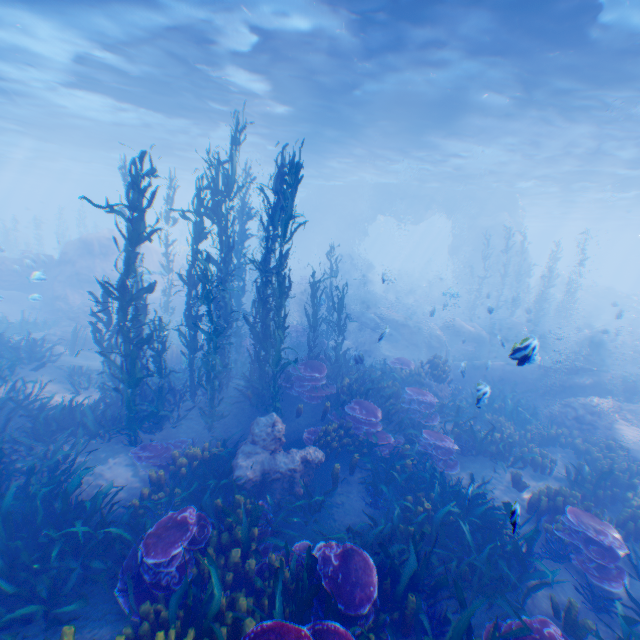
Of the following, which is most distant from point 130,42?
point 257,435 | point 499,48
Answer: point 257,435

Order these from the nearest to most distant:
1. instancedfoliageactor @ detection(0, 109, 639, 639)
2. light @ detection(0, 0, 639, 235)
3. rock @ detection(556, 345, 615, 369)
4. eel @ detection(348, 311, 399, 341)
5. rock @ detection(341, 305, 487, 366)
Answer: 1. instancedfoliageactor @ detection(0, 109, 639, 639)
2. light @ detection(0, 0, 639, 235)
3. rock @ detection(556, 345, 615, 369)
4. rock @ detection(341, 305, 487, 366)
5. eel @ detection(348, 311, 399, 341)

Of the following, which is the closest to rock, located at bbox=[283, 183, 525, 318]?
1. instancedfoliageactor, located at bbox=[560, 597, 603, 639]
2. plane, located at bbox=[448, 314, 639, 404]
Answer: plane, located at bbox=[448, 314, 639, 404]

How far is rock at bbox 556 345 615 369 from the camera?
14.73m

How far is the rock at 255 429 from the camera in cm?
744

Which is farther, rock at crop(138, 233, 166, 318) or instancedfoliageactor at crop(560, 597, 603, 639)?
rock at crop(138, 233, 166, 318)

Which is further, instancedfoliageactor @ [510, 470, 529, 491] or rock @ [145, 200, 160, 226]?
rock @ [145, 200, 160, 226]
